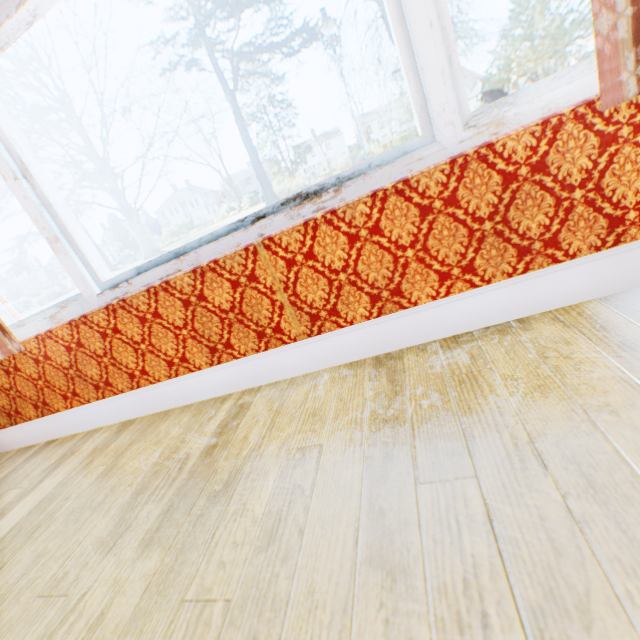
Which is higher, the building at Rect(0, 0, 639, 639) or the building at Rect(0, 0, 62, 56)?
the building at Rect(0, 0, 62, 56)

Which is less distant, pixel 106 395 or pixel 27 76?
pixel 106 395

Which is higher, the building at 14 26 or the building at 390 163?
the building at 14 26

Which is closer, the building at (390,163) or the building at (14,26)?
the building at (390,163)

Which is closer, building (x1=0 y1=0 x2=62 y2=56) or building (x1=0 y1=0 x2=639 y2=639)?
building (x1=0 y1=0 x2=639 y2=639)
